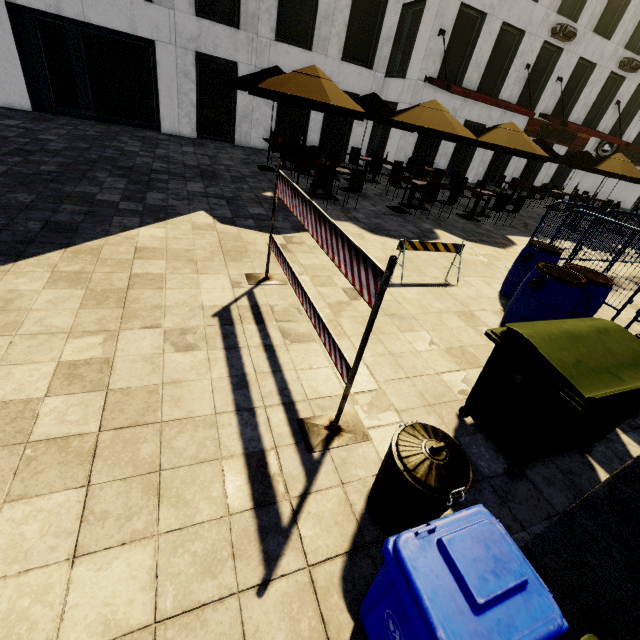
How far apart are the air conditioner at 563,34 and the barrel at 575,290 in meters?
19.2

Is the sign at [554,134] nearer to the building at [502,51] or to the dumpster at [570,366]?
the building at [502,51]

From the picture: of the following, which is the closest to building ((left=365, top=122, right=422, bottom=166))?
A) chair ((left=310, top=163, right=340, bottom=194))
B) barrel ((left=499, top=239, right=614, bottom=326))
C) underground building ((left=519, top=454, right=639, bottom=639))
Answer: underground building ((left=519, top=454, right=639, bottom=639))

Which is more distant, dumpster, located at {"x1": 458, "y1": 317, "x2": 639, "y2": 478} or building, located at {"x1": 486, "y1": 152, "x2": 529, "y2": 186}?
building, located at {"x1": 486, "y1": 152, "x2": 529, "y2": 186}

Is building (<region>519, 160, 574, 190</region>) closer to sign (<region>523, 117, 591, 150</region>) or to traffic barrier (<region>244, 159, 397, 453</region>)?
sign (<region>523, 117, 591, 150</region>)

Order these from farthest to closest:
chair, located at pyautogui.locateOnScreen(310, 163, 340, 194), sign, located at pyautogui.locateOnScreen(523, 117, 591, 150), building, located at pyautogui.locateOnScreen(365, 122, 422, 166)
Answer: sign, located at pyautogui.locateOnScreen(523, 117, 591, 150) < building, located at pyautogui.locateOnScreen(365, 122, 422, 166) < chair, located at pyautogui.locateOnScreen(310, 163, 340, 194)

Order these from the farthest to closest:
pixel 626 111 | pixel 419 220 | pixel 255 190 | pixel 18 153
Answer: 1. pixel 626 111
2. pixel 419 220
3. pixel 255 190
4. pixel 18 153

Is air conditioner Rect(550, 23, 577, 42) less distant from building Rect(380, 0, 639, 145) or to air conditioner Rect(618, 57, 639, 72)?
building Rect(380, 0, 639, 145)
